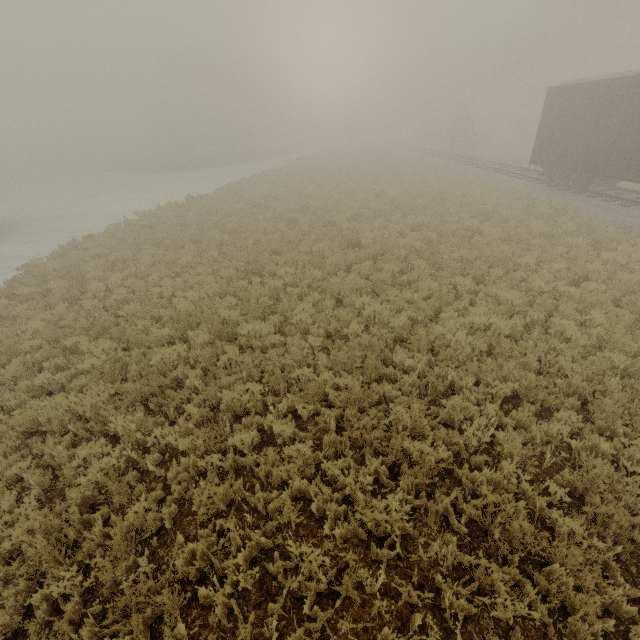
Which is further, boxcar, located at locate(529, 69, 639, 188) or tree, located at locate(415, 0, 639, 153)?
tree, located at locate(415, 0, 639, 153)

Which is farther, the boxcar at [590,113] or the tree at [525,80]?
the tree at [525,80]

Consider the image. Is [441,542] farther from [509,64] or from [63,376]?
[509,64]
